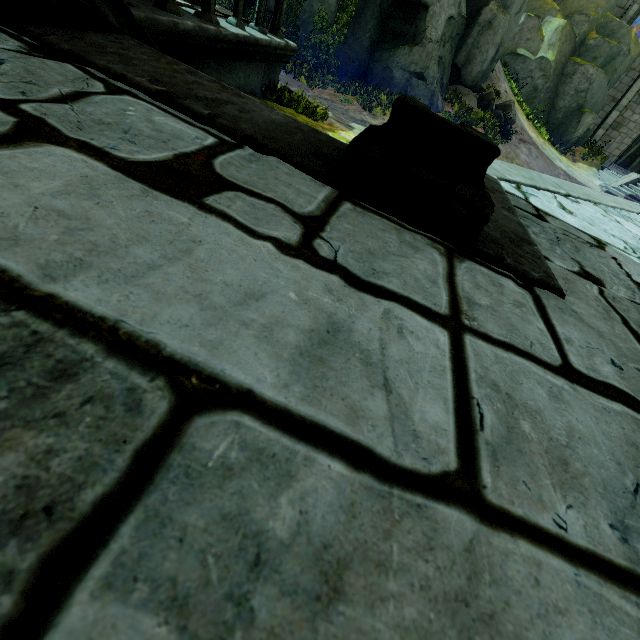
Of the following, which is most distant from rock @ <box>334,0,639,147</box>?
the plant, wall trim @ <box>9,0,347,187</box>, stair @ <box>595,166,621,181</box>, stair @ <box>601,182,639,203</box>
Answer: wall trim @ <box>9,0,347,187</box>

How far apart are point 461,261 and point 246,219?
0.9m

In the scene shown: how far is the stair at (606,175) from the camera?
19.17m

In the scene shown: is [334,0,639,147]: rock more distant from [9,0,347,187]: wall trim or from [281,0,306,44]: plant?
[9,0,347,187]: wall trim

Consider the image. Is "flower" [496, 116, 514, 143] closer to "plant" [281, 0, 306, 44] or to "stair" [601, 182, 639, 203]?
"stair" [601, 182, 639, 203]

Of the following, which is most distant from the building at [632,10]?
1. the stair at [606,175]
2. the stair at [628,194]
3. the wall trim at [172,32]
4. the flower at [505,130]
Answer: the flower at [505,130]

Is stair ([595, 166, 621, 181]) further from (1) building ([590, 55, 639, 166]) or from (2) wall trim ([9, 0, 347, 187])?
(2) wall trim ([9, 0, 347, 187])

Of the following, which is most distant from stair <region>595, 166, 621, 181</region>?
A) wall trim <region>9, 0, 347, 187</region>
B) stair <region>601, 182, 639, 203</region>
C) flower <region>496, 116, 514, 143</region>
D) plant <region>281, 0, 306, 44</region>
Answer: plant <region>281, 0, 306, 44</region>
